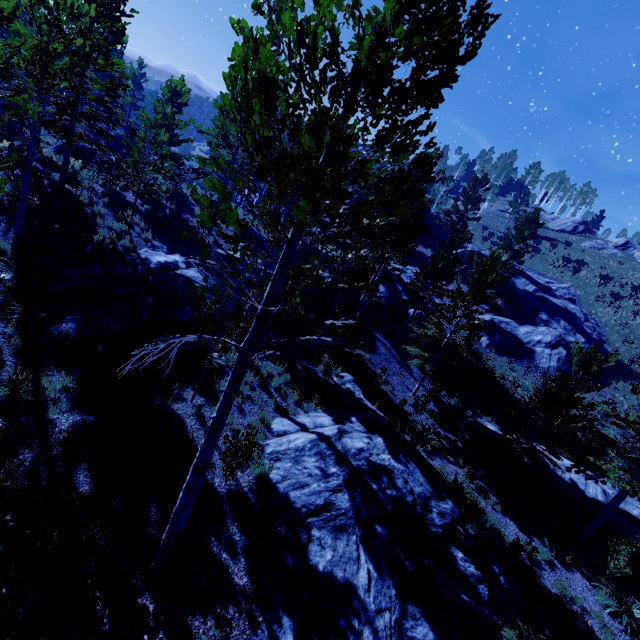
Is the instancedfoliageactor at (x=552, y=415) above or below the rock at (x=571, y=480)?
above

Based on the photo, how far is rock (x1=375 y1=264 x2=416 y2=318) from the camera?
27.78m

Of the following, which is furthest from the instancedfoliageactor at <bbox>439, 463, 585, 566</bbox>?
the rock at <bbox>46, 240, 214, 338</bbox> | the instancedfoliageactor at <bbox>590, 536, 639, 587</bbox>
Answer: the instancedfoliageactor at <bbox>590, 536, 639, 587</bbox>

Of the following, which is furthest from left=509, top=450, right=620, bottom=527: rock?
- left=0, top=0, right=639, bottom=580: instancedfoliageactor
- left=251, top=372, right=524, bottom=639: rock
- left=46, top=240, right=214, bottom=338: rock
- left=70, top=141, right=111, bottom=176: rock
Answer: left=70, top=141, right=111, bottom=176: rock

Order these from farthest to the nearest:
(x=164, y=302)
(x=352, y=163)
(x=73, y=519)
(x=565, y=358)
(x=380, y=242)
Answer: (x=352, y=163), (x=565, y=358), (x=164, y=302), (x=73, y=519), (x=380, y=242)

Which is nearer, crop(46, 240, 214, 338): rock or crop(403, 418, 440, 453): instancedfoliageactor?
crop(46, 240, 214, 338): rock

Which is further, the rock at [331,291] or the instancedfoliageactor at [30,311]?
the rock at [331,291]

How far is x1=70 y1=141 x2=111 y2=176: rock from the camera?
18.9 meters
